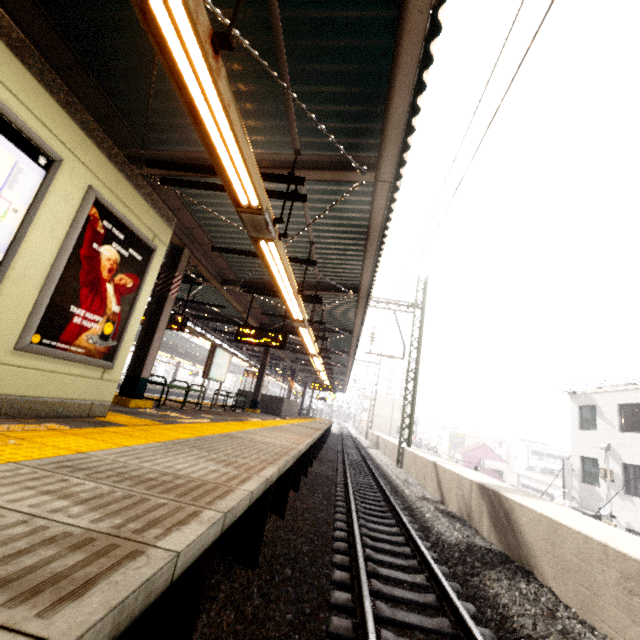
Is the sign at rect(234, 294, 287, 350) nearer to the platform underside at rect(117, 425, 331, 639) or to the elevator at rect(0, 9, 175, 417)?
the platform underside at rect(117, 425, 331, 639)

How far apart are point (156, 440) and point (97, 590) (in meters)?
2.68

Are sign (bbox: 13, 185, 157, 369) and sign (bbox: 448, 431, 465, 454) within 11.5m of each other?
no

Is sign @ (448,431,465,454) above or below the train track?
above

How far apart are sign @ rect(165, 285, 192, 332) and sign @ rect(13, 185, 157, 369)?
5.56m

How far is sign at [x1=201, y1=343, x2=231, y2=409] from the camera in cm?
1020

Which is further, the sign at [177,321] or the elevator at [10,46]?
the sign at [177,321]

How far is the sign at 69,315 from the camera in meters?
3.1 m
